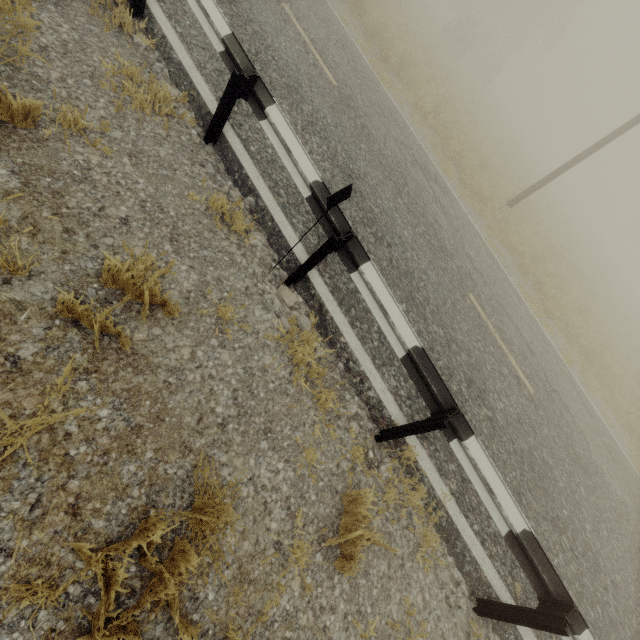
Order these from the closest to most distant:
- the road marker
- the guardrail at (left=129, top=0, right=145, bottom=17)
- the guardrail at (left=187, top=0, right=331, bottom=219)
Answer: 1. the road marker
2. the guardrail at (left=187, top=0, right=331, bottom=219)
3. the guardrail at (left=129, top=0, right=145, bottom=17)

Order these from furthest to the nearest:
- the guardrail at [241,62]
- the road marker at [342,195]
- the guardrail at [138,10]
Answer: the guardrail at [138,10] → the guardrail at [241,62] → the road marker at [342,195]

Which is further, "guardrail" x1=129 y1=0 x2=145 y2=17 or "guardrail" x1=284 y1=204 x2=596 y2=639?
"guardrail" x1=129 y1=0 x2=145 y2=17

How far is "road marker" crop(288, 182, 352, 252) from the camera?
2.63m

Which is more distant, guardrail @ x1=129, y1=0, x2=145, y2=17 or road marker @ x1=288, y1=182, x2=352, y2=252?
guardrail @ x1=129, y1=0, x2=145, y2=17

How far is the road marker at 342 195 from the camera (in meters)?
2.63

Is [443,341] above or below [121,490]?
above
